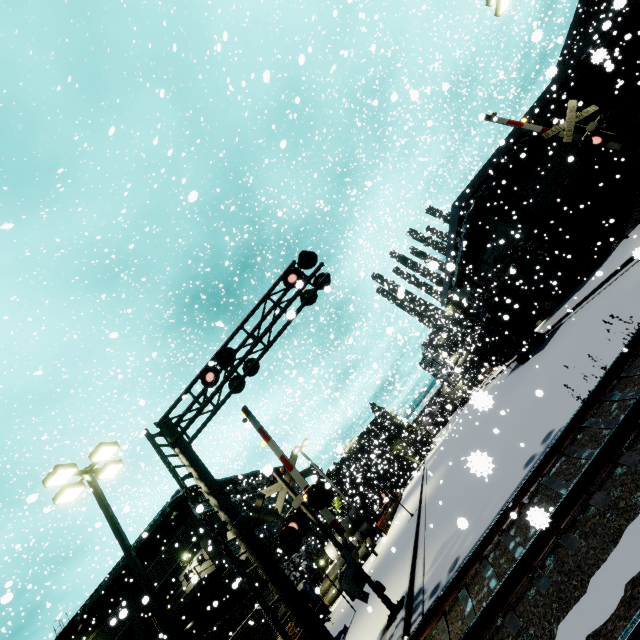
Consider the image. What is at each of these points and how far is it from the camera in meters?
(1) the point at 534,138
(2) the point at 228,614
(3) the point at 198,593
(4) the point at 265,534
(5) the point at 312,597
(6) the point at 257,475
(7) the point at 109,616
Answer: (1) pipe, 24.3 m
(2) building, 20.9 m
(3) balcony, 17.0 m
(4) building, 31.3 m
(5) portable restroom, 24.9 m
(6) pipe, 36.6 m
(7) building, 26.2 m

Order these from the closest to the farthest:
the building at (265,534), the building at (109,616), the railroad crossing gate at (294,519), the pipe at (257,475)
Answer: the railroad crossing gate at (294,519), the pipe at (257,475), the building at (109,616), the building at (265,534)

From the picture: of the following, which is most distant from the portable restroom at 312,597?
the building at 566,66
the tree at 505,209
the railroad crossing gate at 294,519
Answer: the railroad crossing gate at 294,519

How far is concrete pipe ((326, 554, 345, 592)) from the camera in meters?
28.1 m

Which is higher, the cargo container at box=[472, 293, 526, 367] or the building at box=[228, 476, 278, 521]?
the building at box=[228, 476, 278, 521]

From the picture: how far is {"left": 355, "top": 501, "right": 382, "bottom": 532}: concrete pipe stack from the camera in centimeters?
3441cm

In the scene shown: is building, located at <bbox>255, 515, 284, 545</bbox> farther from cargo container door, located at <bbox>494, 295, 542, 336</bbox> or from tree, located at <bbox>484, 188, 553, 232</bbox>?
cargo container door, located at <bbox>494, 295, 542, 336</bbox>

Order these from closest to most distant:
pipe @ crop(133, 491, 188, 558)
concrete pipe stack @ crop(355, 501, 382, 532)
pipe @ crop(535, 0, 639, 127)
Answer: pipe @ crop(535, 0, 639, 127) < pipe @ crop(133, 491, 188, 558) < concrete pipe stack @ crop(355, 501, 382, 532)
